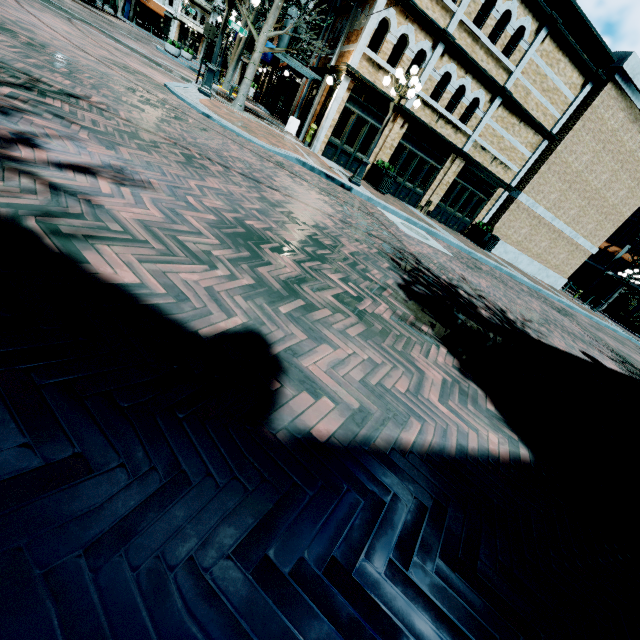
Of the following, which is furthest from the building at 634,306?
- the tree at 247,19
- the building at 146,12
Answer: the building at 146,12

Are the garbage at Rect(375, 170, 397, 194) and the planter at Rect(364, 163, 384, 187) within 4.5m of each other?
yes

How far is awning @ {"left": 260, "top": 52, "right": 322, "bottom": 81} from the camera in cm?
1557

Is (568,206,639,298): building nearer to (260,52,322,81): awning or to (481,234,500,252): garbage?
(260,52,322,81): awning

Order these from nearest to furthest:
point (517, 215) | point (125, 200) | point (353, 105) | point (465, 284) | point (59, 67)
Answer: point (125, 200) < point (59, 67) < point (465, 284) < point (353, 105) < point (517, 215)

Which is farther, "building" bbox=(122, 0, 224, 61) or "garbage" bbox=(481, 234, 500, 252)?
"building" bbox=(122, 0, 224, 61)

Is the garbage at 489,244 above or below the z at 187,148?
above

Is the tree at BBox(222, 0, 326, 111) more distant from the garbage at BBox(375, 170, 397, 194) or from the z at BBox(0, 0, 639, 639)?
the garbage at BBox(375, 170, 397, 194)
